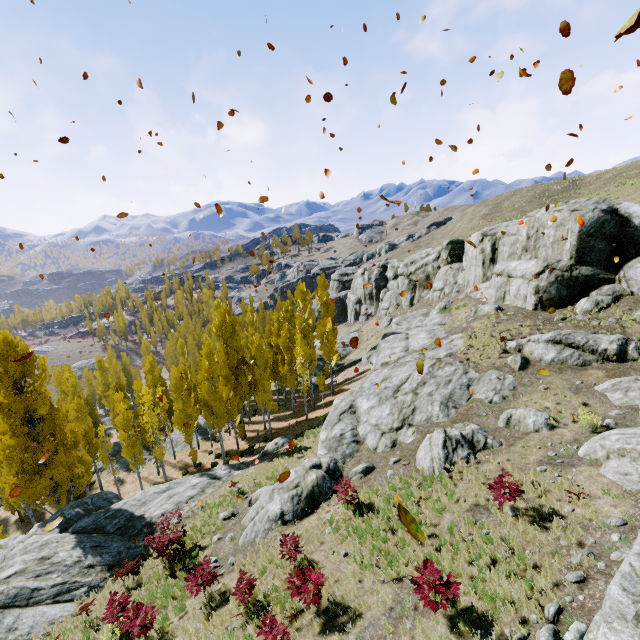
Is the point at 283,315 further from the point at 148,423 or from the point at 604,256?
the point at 604,256

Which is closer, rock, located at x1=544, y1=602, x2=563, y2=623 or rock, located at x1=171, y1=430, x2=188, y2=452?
rock, located at x1=544, y1=602, x2=563, y2=623

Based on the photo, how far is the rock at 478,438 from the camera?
12.7 meters

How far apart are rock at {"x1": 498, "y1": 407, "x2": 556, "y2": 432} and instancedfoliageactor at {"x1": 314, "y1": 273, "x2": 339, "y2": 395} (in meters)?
19.79

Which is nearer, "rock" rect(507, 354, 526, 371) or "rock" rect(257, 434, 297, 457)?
"rock" rect(507, 354, 526, 371)

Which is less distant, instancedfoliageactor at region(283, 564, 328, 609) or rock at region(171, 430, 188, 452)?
instancedfoliageactor at region(283, 564, 328, 609)

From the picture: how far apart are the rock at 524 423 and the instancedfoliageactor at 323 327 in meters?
19.8

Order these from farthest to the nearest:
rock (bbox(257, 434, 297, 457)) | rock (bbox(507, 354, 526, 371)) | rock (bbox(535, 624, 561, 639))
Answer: rock (bbox(257, 434, 297, 457)) < rock (bbox(507, 354, 526, 371)) < rock (bbox(535, 624, 561, 639))
